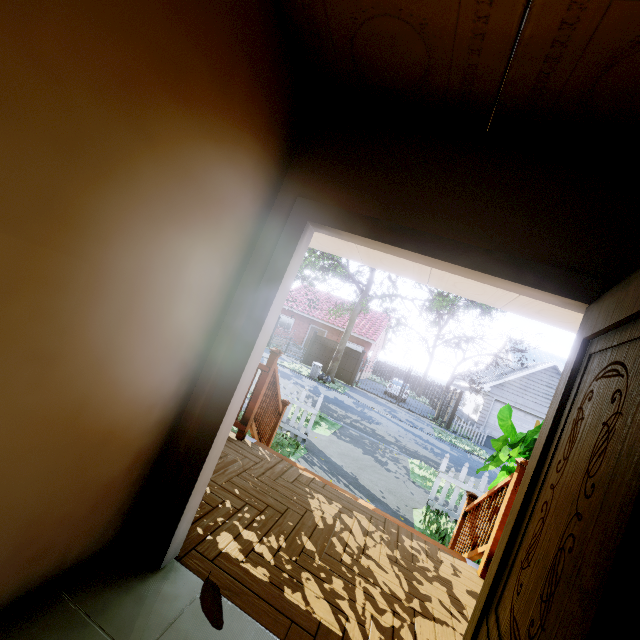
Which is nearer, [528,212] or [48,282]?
[48,282]

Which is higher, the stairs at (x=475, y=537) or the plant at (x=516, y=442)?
the plant at (x=516, y=442)

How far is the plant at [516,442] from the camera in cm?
376

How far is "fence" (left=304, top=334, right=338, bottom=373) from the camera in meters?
23.0

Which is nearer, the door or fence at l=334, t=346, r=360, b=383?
the door

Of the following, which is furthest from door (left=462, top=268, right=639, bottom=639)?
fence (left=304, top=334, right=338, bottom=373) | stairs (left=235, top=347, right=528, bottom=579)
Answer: fence (left=304, top=334, right=338, bottom=373)

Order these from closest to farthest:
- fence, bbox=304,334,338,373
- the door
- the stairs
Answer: the door
the stairs
fence, bbox=304,334,338,373

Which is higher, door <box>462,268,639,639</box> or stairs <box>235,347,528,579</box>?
door <box>462,268,639,639</box>
